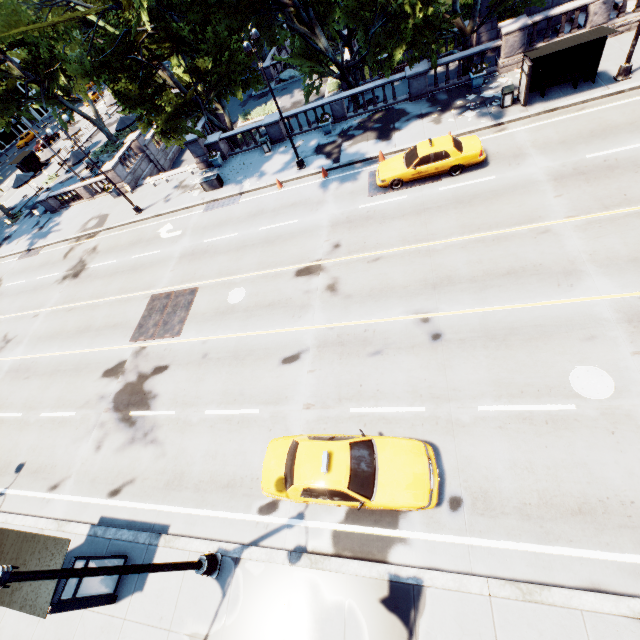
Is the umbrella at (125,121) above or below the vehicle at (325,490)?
above

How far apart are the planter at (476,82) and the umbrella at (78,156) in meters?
36.5 m

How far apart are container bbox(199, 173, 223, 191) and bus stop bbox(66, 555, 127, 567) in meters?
21.6

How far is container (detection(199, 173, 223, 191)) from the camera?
23.5m

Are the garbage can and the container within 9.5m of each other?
no

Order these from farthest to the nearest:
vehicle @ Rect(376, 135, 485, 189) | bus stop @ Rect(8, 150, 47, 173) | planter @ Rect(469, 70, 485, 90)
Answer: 1. bus stop @ Rect(8, 150, 47, 173)
2. planter @ Rect(469, 70, 485, 90)
3. vehicle @ Rect(376, 135, 485, 189)

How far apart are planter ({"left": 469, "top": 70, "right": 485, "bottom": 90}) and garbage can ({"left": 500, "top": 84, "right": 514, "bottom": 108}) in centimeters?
253cm

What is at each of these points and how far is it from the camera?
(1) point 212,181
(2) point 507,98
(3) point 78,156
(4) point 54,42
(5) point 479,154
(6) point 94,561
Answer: (1) container, 23.59m
(2) garbage can, 17.55m
(3) umbrella, 33.44m
(4) tree, 17.52m
(5) vehicle, 15.48m
(6) bus stop, 9.73m
